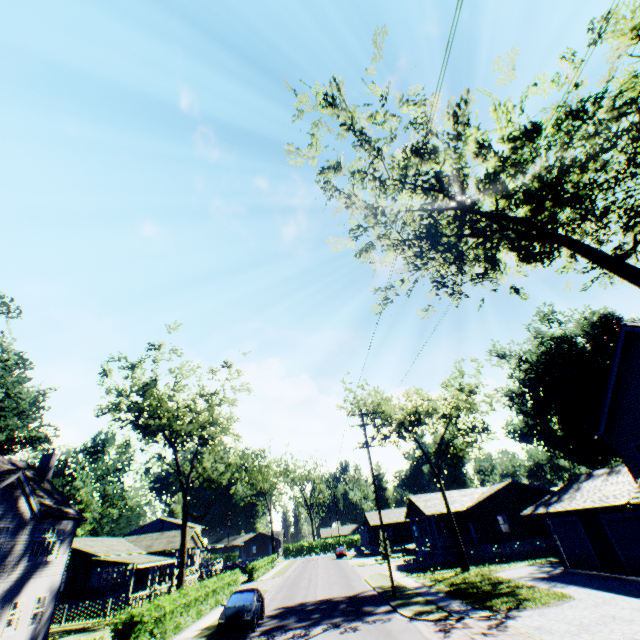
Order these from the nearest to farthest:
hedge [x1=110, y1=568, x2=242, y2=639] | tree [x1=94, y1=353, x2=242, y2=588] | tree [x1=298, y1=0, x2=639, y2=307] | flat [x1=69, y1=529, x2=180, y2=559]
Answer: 1. tree [x1=298, y1=0, x2=639, y2=307]
2. hedge [x1=110, y1=568, x2=242, y2=639]
3. tree [x1=94, y1=353, x2=242, y2=588]
4. flat [x1=69, y1=529, x2=180, y2=559]

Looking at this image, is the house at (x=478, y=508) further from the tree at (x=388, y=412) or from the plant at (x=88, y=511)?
the plant at (x=88, y=511)

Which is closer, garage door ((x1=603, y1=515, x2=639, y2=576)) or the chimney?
garage door ((x1=603, y1=515, x2=639, y2=576))

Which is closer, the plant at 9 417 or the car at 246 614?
the car at 246 614

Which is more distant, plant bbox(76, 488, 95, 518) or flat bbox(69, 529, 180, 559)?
plant bbox(76, 488, 95, 518)

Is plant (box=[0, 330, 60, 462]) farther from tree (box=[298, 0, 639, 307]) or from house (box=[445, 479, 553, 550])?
house (box=[445, 479, 553, 550])

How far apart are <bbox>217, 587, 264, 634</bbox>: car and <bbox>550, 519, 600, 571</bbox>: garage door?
20.9m

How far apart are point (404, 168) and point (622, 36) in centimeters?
614cm
